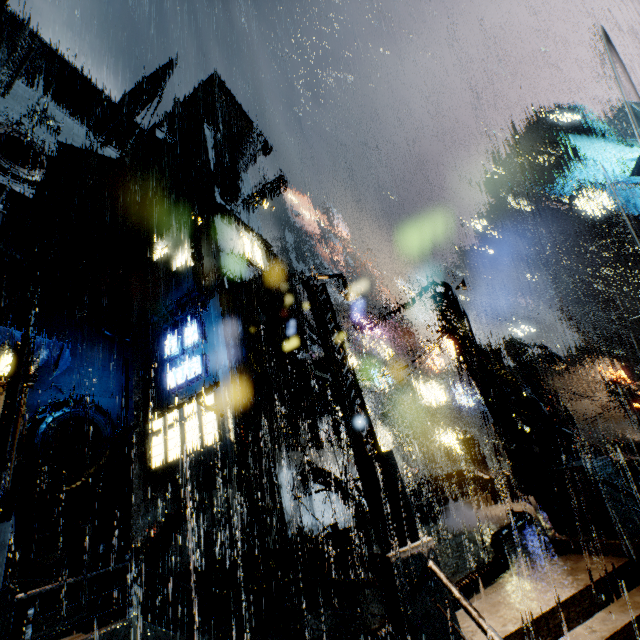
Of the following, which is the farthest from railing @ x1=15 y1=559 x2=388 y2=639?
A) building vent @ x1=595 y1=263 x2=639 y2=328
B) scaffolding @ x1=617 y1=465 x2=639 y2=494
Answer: building vent @ x1=595 y1=263 x2=639 y2=328

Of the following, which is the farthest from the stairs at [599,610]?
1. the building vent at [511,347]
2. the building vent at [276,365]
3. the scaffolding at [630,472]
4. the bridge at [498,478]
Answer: the building vent at [511,347]

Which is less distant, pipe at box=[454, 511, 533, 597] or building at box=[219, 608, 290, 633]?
pipe at box=[454, 511, 533, 597]

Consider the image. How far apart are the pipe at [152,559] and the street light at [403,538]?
14.4 meters

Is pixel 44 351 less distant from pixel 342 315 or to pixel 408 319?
pixel 408 319

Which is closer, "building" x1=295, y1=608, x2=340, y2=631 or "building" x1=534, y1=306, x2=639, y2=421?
"building" x1=295, y1=608, x2=340, y2=631
